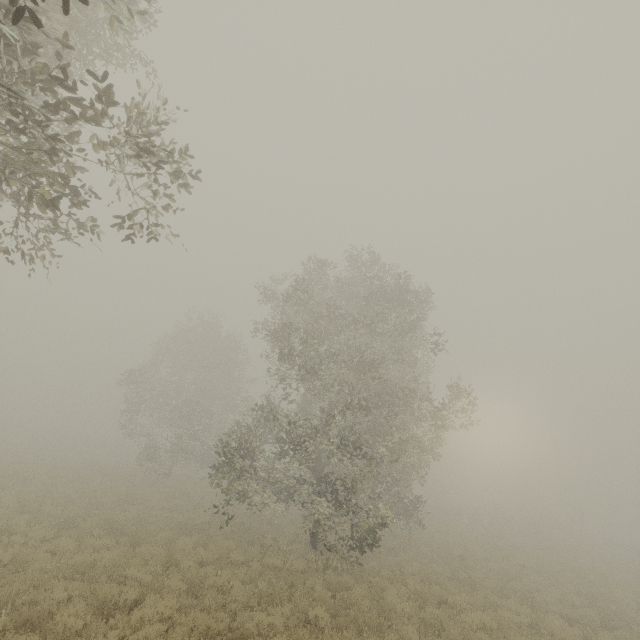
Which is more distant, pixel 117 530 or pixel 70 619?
pixel 117 530
